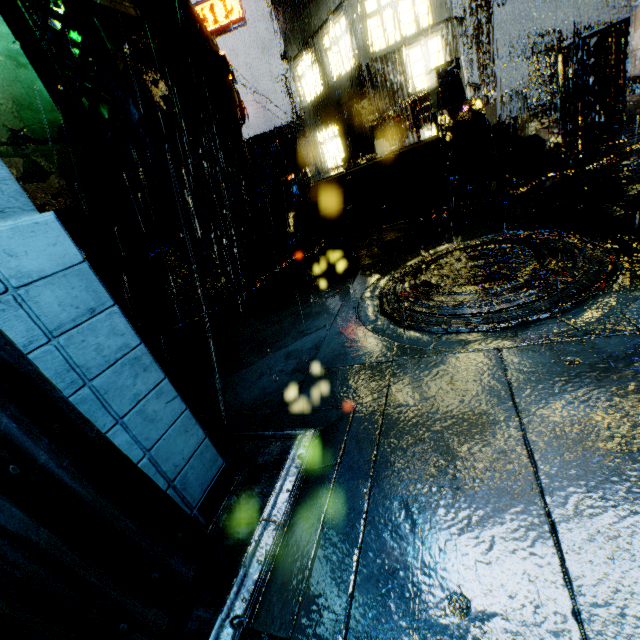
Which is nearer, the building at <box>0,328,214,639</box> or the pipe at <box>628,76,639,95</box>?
the building at <box>0,328,214,639</box>

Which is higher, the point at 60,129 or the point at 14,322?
the point at 60,129

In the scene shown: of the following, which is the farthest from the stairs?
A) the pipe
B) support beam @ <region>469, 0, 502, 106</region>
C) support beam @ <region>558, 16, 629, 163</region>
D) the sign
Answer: Result: the pipe

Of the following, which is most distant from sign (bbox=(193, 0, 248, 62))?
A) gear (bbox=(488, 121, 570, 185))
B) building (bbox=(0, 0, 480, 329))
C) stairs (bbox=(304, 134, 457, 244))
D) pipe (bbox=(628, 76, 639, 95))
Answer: pipe (bbox=(628, 76, 639, 95))

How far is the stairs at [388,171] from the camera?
7.4m

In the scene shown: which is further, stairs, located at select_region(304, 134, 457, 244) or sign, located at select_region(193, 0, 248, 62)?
sign, located at select_region(193, 0, 248, 62)

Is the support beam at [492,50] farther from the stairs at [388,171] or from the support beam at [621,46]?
the stairs at [388,171]

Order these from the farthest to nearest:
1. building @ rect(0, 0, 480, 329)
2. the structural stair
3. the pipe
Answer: the pipe < the structural stair < building @ rect(0, 0, 480, 329)
